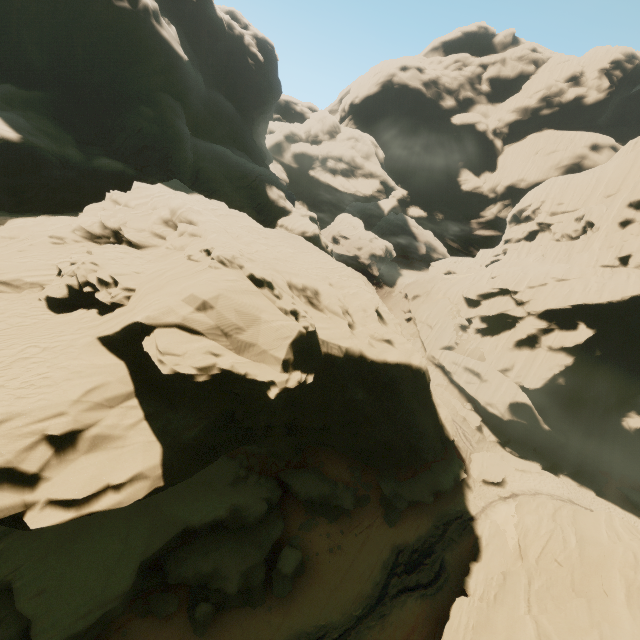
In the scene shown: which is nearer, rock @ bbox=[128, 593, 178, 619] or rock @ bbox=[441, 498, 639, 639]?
rock @ bbox=[441, 498, 639, 639]

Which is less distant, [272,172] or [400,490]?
[400,490]

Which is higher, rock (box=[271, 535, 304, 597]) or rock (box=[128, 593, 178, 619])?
rock (box=[271, 535, 304, 597])

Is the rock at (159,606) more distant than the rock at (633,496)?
No

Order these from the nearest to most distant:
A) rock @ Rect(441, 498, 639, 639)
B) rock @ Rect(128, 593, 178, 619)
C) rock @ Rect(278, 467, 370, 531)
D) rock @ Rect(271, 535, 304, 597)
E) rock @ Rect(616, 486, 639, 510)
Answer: rock @ Rect(441, 498, 639, 639)
rock @ Rect(128, 593, 178, 619)
rock @ Rect(271, 535, 304, 597)
rock @ Rect(278, 467, 370, 531)
rock @ Rect(616, 486, 639, 510)

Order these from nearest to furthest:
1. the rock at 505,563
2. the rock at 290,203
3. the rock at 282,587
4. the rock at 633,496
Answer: the rock at 290,203, the rock at 505,563, the rock at 282,587, the rock at 633,496
